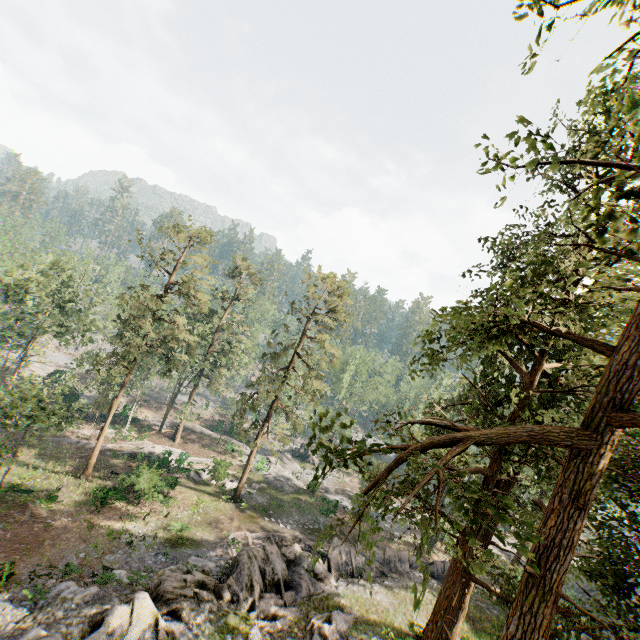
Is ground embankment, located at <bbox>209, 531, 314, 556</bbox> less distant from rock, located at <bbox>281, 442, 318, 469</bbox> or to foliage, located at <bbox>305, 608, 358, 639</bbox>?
foliage, located at <bbox>305, 608, 358, 639</bbox>

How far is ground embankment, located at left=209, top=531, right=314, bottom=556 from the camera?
21.80m

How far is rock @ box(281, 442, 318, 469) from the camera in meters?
51.9 m

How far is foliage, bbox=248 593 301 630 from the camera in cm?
1510

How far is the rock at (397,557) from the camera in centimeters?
2205cm

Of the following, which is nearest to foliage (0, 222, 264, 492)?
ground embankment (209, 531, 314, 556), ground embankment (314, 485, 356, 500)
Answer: ground embankment (314, 485, 356, 500)

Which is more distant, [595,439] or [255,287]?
[255,287]

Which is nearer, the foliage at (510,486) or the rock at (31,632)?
the foliage at (510,486)
